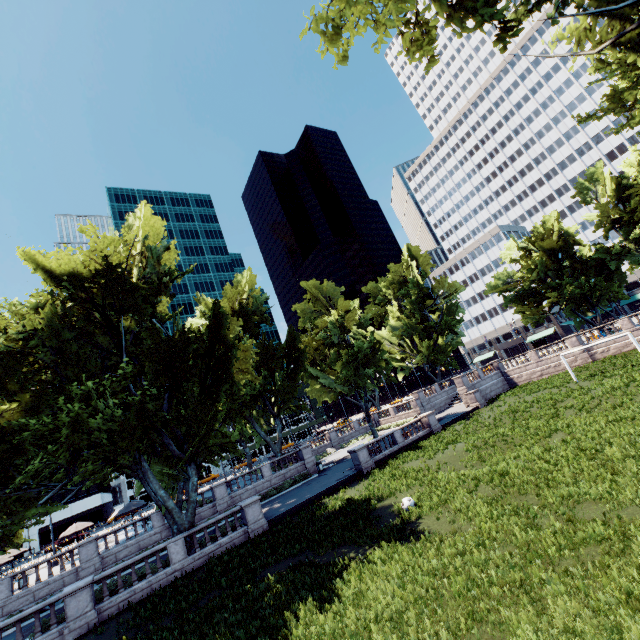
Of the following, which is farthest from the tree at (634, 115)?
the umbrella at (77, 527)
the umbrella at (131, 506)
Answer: the umbrella at (77, 527)

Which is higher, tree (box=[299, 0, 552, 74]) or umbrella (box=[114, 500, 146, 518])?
tree (box=[299, 0, 552, 74])

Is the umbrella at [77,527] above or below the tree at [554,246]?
below

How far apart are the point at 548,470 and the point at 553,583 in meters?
7.8

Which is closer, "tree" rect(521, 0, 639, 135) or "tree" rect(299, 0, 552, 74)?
"tree" rect(299, 0, 552, 74)

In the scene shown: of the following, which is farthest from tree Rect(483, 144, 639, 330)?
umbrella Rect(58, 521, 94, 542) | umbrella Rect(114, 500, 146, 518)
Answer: umbrella Rect(58, 521, 94, 542)
